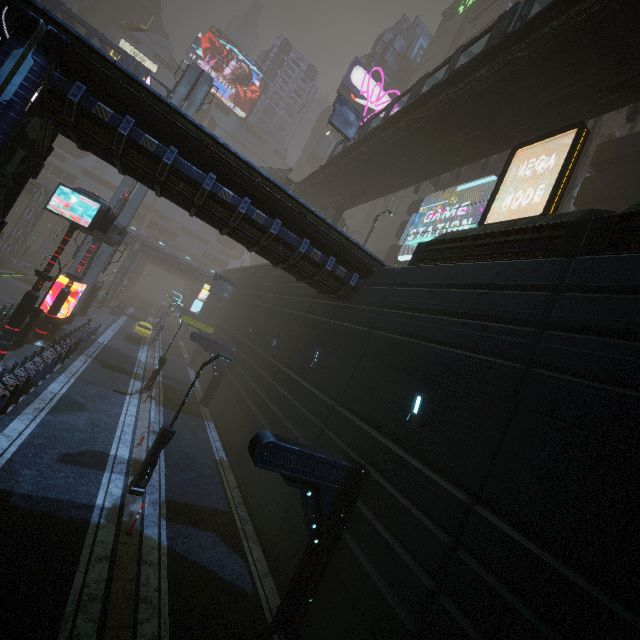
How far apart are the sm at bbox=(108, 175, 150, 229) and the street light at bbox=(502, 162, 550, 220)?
29.8 meters

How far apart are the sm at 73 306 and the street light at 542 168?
29.84m

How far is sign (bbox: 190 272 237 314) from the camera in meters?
34.9 m

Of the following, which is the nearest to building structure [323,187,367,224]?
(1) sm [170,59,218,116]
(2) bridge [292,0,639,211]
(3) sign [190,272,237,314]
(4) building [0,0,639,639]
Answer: (2) bridge [292,0,639,211]

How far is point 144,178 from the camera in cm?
1109

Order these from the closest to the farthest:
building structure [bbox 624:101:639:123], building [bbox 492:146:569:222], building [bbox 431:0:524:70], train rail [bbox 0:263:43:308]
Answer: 1. building structure [bbox 624:101:639:123]
2. building [bbox 492:146:569:222]
3. train rail [bbox 0:263:43:308]
4. building [bbox 431:0:524:70]
